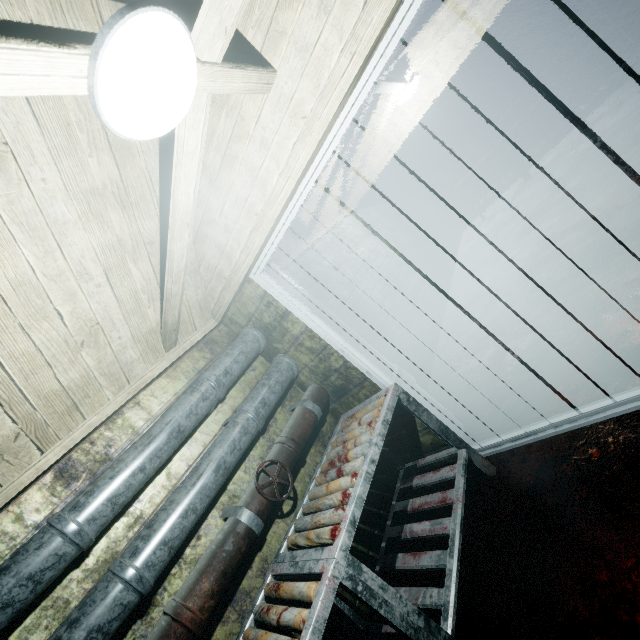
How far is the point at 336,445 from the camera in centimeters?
206cm

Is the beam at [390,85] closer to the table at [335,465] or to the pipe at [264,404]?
the pipe at [264,404]

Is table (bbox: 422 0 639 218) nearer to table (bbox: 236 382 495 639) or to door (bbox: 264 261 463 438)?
door (bbox: 264 261 463 438)

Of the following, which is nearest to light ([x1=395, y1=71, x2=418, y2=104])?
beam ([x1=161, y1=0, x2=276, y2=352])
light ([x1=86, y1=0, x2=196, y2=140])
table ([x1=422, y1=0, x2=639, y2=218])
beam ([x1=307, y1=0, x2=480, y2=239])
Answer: beam ([x1=307, y1=0, x2=480, y2=239])

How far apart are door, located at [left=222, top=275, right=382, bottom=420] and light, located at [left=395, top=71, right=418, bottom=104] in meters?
2.7 m

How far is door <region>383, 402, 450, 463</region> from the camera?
2.3 meters

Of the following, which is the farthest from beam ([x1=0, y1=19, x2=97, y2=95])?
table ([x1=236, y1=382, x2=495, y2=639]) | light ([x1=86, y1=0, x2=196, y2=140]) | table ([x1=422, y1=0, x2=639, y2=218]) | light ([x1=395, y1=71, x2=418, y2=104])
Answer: table ([x1=422, y1=0, x2=639, y2=218])

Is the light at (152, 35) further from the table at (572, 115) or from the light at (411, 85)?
the table at (572, 115)
